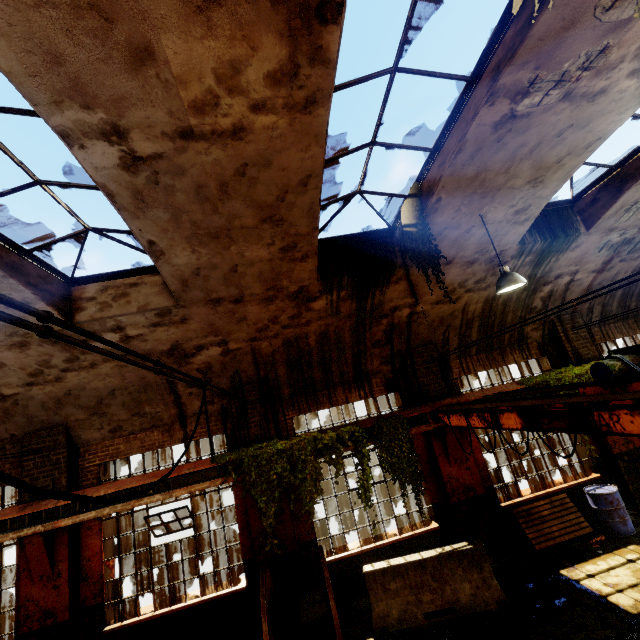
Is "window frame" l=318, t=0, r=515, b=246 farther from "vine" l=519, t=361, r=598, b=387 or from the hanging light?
"vine" l=519, t=361, r=598, b=387

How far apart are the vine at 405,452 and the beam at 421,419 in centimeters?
4cm

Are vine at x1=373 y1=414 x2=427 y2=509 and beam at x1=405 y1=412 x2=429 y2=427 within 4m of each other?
yes

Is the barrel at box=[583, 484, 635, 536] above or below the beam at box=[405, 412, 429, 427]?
below

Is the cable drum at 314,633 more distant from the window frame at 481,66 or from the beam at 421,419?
the window frame at 481,66

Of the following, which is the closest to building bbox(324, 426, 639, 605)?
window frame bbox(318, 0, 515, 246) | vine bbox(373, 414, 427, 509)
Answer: window frame bbox(318, 0, 515, 246)

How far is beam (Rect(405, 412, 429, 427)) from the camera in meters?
8.5

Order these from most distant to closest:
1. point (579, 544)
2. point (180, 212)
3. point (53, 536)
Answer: point (579, 544) → point (53, 536) → point (180, 212)
